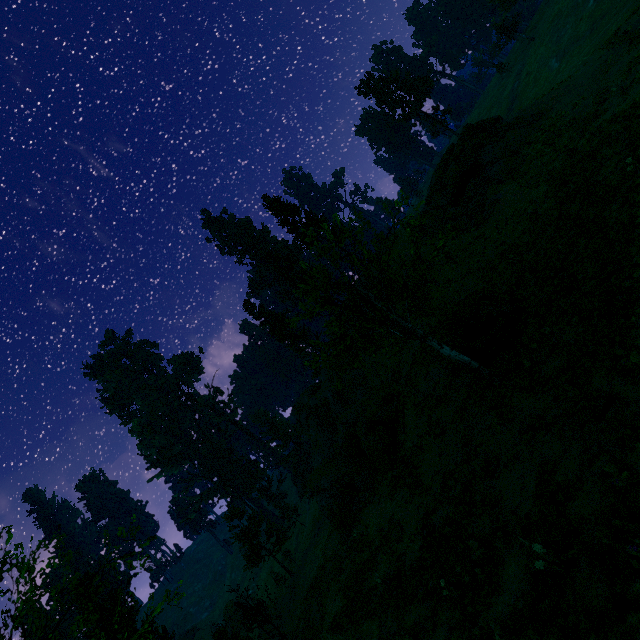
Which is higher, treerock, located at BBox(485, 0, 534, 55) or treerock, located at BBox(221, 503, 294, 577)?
treerock, located at BBox(485, 0, 534, 55)

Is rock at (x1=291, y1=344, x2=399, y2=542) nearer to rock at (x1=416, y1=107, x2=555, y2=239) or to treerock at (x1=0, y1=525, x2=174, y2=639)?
treerock at (x1=0, y1=525, x2=174, y2=639)

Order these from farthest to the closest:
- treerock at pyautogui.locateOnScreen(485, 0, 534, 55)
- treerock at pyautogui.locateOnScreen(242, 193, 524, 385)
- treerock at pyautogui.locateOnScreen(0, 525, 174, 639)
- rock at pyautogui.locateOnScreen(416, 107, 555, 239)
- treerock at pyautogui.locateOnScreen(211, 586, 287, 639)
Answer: treerock at pyautogui.locateOnScreen(485, 0, 534, 55), treerock at pyautogui.locateOnScreen(211, 586, 287, 639), rock at pyautogui.locateOnScreen(416, 107, 555, 239), treerock at pyautogui.locateOnScreen(242, 193, 524, 385), treerock at pyautogui.locateOnScreen(0, 525, 174, 639)

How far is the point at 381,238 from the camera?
14.0m

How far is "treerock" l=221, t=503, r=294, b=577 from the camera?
38.4 meters

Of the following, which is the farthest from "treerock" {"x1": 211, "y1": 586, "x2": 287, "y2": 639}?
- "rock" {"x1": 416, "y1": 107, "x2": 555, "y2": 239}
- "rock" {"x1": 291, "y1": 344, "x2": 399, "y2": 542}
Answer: "rock" {"x1": 416, "y1": 107, "x2": 555, "y2": 239}

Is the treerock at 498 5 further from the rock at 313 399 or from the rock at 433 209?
the rock at 433 209

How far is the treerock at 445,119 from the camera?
50.8 meters
